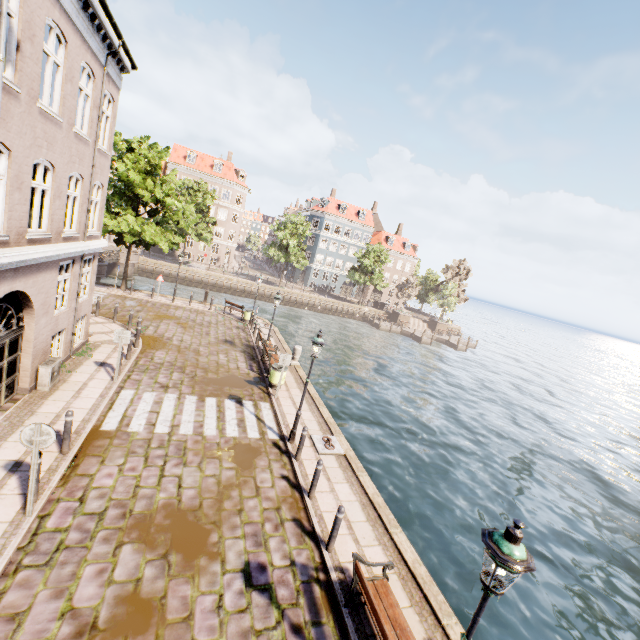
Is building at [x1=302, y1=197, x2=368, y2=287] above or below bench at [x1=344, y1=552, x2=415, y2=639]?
above

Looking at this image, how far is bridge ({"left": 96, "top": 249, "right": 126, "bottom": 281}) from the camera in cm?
2634

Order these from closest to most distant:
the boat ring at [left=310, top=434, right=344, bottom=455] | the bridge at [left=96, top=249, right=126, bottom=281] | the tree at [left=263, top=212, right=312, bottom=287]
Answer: the boat ring at [left=310, top=434, right=344, bottom=455]
the bridge at [left=96, top=249, right=126, bottom=281]
the tree at [left=263, top=212, right=312, bottom=287]

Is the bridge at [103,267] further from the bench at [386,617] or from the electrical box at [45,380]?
the bench at [386,617]

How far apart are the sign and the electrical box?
4.9 meters

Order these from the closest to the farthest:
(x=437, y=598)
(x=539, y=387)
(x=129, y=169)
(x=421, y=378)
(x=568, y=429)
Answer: (x=437, y=598) → (x=129, y=169) → (x=568, y=429) → (x=421, y=378) → (x=539, y=387)

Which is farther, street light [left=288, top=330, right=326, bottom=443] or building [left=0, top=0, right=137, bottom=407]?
street light [left=288, top=330, right=326, bottom=443]

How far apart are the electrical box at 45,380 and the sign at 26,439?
4.9 meters
